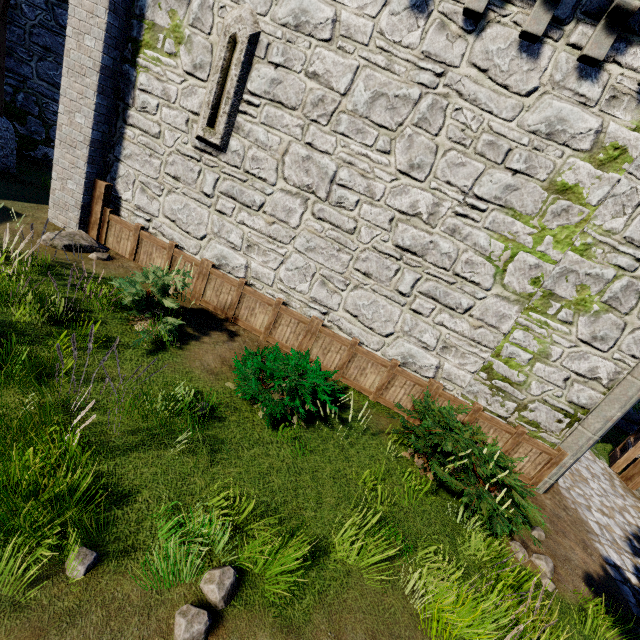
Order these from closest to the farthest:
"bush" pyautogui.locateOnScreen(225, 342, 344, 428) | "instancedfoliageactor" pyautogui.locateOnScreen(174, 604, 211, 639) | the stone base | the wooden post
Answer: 1. "instancedfoliageactor" pyautogui.locateOnScreen(174, 604, 211, 639)
2. "bush" pyautogui.locateOnScreen(225, 342, 344, 428)
3. the wooden post
4. the stone base

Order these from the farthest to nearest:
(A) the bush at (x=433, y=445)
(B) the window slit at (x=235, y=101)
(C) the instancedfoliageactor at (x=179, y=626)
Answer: (B) the window slit at (x=235, y=101) < (A) the bush at (x=433, y=445) < (C) the instancedfoliageactor at (x=179, y=626)

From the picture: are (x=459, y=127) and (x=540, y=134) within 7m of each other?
yes

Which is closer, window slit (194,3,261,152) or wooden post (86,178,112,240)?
window slit (194,3,261,152)

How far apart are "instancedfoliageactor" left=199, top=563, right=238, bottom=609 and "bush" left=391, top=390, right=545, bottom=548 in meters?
3.0

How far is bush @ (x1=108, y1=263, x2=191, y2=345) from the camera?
5.9 meters

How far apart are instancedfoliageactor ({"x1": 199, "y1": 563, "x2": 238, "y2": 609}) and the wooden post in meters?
8.1

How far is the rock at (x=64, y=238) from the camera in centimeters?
711cm
